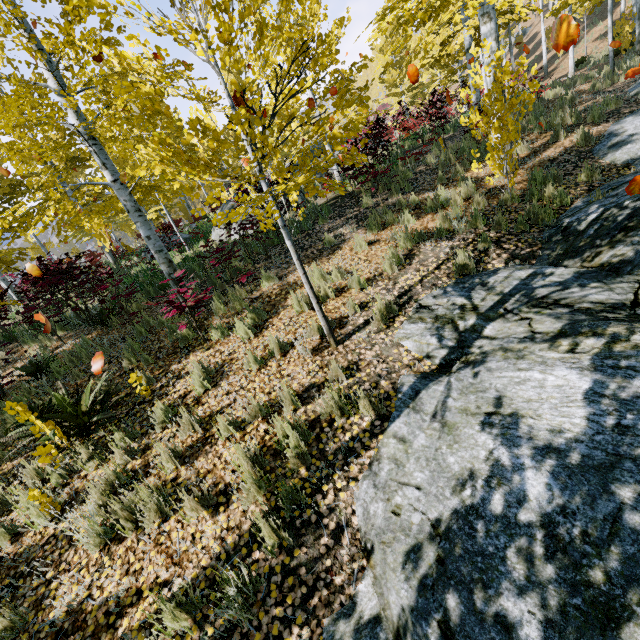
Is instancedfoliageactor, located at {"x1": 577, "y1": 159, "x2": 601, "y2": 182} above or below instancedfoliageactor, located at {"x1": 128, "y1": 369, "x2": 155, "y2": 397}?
above

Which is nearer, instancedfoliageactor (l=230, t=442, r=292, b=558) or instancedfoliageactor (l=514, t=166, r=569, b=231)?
instancedfoliageactor (l=230, t=442, r=292, b=558)

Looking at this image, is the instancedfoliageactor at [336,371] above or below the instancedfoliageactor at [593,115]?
below

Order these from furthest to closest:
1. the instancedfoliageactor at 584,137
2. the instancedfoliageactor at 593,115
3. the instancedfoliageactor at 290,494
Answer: the instancedfoliageactor at 593,115
the instancedfoliageactor at 584,137
the instancedfoliageactor at 290,494

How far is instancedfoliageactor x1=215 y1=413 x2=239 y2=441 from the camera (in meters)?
3.85

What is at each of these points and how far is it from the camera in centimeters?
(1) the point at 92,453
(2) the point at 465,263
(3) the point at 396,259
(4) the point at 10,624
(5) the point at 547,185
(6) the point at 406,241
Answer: (1) instancedfoliageactor, 417cm
(2) instancedfoliageactor, 498cm
(3) instancedfoliageactor, 569cm
(4) instancedfoliageactor, 295cm
(5) instancedfoliageactor, 580cm
(6) instancedfoliageactor, 606cm

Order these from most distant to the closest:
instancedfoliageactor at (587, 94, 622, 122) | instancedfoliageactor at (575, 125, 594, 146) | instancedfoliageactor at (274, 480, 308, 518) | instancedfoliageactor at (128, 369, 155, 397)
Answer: instancedfoliageactor at (587, 94, 622, 122), instancedfoliageactor at (575, 125, 594, 146), instancedfoliageactor at (128, 369, 155, 397), instancedfoliageactor at (274, 480, 308, 518)
